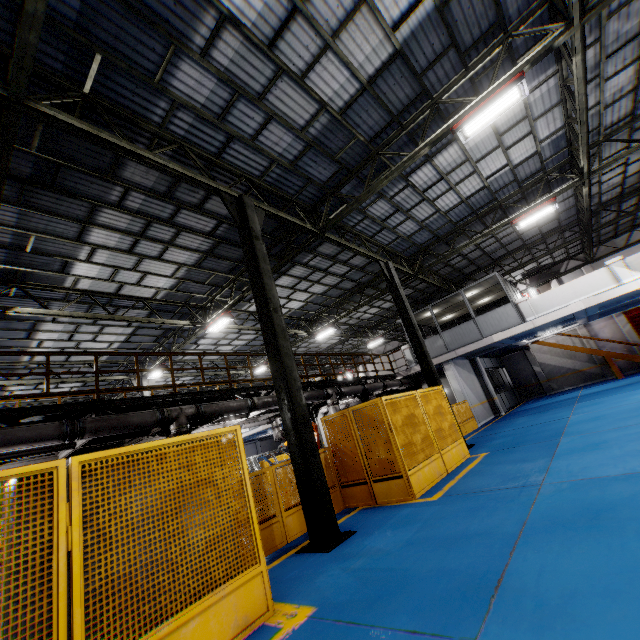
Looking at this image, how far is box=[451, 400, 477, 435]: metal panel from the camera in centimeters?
1562cm

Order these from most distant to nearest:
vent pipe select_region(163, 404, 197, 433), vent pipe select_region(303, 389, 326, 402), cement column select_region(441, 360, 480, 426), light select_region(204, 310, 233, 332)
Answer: cement column select_region(441, 360, 480, 426), light select_region(204, 310, 233, 332), vent pipe select_region(303, 389, 326, 402), vent pipe select_region(163, 404, 197, 433)

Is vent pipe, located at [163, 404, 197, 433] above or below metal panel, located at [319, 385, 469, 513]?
above

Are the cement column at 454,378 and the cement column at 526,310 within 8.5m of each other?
yes

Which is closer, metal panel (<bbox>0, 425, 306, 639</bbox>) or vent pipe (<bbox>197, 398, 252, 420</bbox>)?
metal panel (<bbox>0, 425, 306, 639</bbox>)

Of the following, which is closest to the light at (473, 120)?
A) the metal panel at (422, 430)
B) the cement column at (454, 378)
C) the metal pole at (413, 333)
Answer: the metal pole at (413, 333)

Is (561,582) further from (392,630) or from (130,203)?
(130,203)

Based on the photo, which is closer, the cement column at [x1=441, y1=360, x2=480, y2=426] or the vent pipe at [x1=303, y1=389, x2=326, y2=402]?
the vent pipe at [x1=303, y1=389, x2=326, y2=402]
